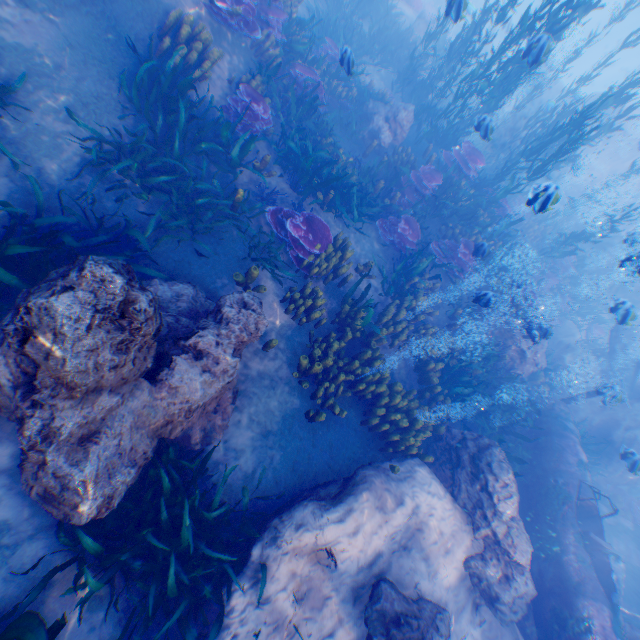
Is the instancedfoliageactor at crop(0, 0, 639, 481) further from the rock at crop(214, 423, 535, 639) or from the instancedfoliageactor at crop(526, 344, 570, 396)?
the instancedfoliageactor at crop(526, 344, 570, 396)

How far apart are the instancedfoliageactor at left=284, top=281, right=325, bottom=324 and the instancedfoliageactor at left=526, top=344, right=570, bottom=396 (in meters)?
9.29

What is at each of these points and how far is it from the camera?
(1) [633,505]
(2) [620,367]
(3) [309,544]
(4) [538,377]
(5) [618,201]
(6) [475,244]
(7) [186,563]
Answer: (1) instancedfoliageactor, 10.1m
(2) eel, 13.2m
(3) rock, 4.5m
(4) instancedfoliageactor, 11.1m
(5) rock, 22.1m
(6) instancedfoliageactor, 8.9m
(7) instancedfoliageactor, 4.1m

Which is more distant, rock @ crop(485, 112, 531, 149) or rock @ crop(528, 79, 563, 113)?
rock @ crop(528, 79, 563, 113)

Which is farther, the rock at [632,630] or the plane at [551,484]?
the rock at [632,630]

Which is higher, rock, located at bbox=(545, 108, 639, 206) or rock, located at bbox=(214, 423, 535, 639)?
rock, located at bbox=(545, 108, 639, 206)

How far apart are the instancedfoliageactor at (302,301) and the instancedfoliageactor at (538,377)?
9.3 meters

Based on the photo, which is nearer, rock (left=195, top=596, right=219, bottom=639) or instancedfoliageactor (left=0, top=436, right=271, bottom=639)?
instancedfoliageactor (left=0, top=436, right=271, bottom=639)
